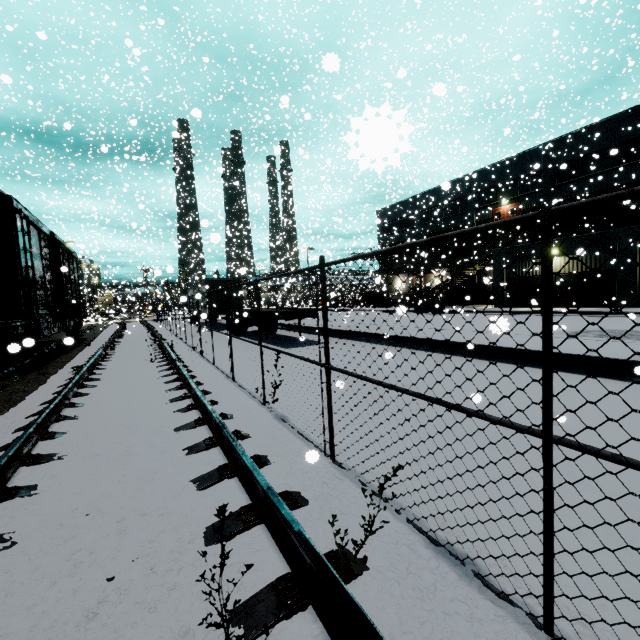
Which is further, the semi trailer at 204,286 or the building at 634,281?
the semi trailer at 204,286

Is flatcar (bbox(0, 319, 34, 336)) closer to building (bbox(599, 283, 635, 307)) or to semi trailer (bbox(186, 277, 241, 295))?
building (bbox(599, 283, 635, 307))

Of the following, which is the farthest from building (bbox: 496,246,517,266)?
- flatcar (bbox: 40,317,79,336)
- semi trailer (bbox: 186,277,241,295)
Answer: flatcar (bbox: 40,317,79,336)

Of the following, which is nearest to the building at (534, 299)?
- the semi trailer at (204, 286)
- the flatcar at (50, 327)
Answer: the semi trailer at (204, 286)

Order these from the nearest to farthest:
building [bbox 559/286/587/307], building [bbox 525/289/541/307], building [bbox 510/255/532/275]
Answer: building [bbox 525/289/541/307] < building [bbox 559/286/587/307] < building [bbox 510/255/532/275]

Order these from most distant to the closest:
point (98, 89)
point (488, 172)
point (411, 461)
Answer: point (98, 89)
point (488, 172)
point (411, 461)

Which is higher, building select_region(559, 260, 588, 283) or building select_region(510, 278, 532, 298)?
building select_region(559, 260, 588, 283)
